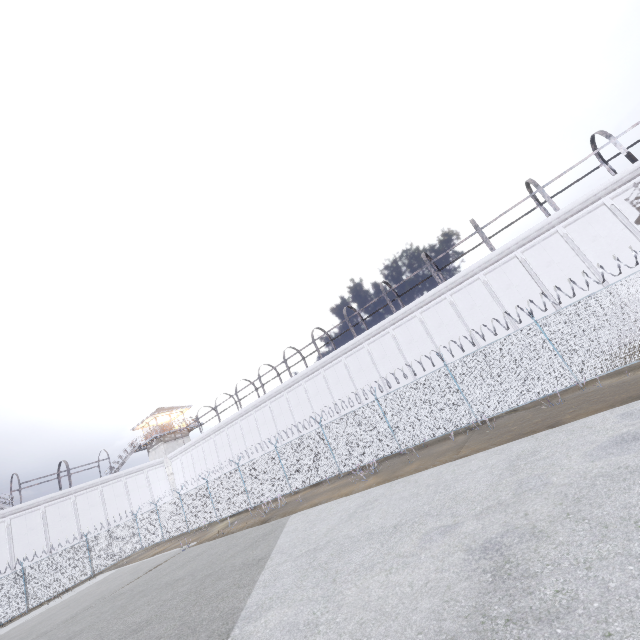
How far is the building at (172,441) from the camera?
41.1 meters

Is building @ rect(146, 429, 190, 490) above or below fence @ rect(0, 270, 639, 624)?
above

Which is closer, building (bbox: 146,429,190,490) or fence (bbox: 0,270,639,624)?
fence (bbox: 0,270,639,624)

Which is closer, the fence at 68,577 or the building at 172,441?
the fence at 68,577

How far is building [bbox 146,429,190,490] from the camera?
41.1m

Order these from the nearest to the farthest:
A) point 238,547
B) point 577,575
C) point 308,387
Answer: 1. point 577,575
2. point 238,547
3. point 308,387
